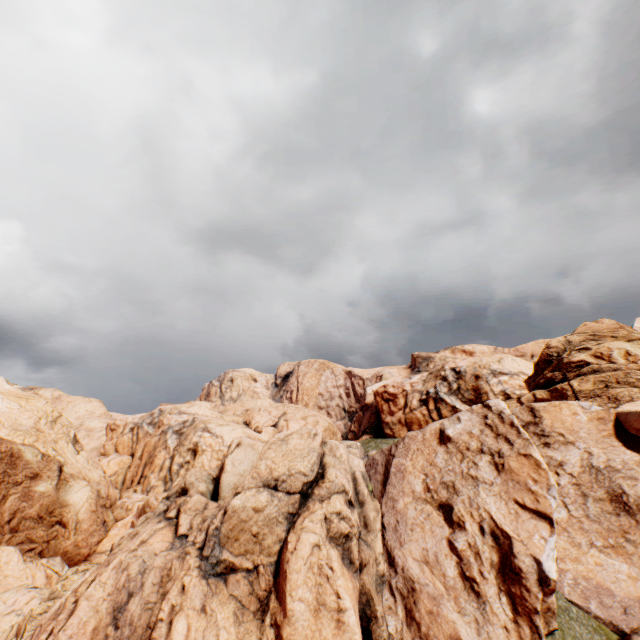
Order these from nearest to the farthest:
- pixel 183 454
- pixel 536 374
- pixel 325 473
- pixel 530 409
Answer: pixel 325 473 < pixel 530 409 < pixel 536 374 < pixel 183 454
